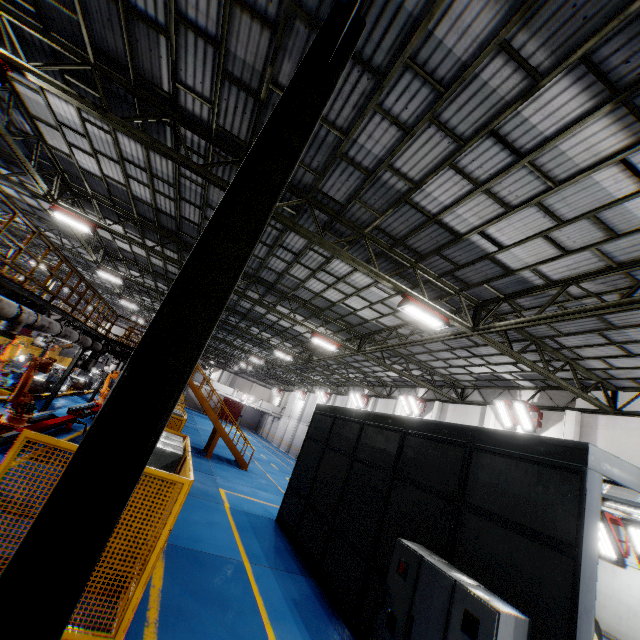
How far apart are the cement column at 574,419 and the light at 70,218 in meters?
21.5 m

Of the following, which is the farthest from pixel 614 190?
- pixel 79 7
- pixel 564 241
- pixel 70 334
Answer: pixel 70 334

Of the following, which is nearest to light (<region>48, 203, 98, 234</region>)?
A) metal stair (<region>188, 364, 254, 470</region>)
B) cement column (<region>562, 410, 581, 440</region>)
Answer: metal stair (<region>188, 364, 254, 470</region>)

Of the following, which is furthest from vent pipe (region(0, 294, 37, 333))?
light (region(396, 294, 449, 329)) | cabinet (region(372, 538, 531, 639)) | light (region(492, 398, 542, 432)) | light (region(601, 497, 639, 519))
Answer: light (region(492, 398, 542, 432))

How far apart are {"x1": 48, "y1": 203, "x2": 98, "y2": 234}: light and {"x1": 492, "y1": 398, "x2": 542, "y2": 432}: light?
20.11m

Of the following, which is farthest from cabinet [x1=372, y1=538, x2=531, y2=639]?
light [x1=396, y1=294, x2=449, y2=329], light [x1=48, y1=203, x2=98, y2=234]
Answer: light [x1=48, y1=203, x2=98, y2=234]

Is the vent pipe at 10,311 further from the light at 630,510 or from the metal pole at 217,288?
the light at 630,510

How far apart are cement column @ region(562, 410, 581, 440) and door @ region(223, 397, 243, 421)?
51.37m
